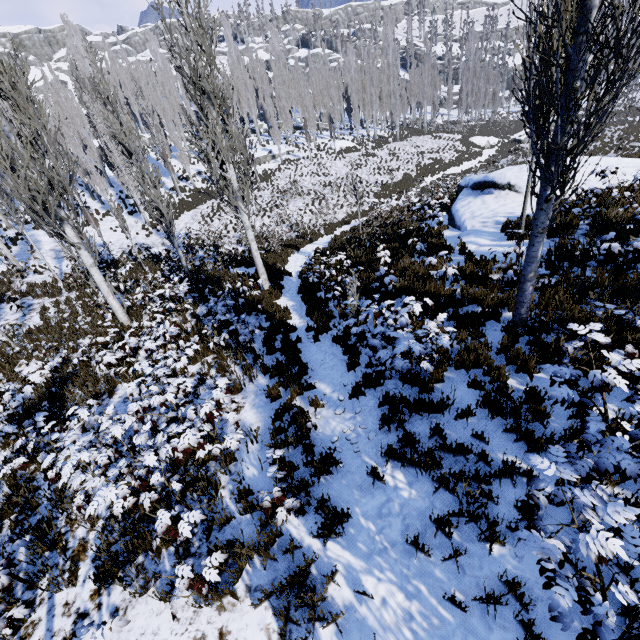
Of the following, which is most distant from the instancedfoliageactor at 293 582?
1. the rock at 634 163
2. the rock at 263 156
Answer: the rock at 634 163

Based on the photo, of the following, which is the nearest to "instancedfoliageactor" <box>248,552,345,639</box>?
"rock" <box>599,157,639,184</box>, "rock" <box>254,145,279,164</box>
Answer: "rock" <box>254,145,279,164</box>

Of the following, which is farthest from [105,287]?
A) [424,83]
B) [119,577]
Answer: [424,83]

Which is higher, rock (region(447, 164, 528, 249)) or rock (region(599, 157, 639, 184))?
rock (region(599, 157, 639, 184))

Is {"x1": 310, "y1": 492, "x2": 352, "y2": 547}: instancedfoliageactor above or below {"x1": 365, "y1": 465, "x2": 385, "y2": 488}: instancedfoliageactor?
below

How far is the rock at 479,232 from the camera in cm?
1093
